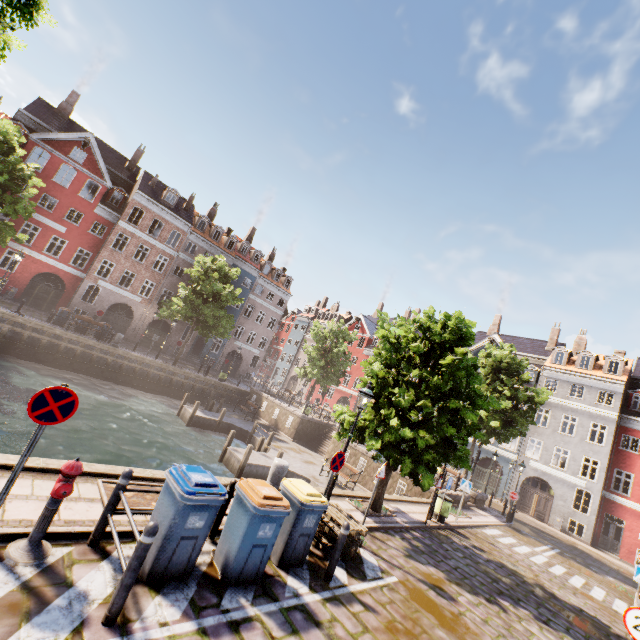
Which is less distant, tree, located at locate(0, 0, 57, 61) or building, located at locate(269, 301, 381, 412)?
tree, located at locate(0, 0, 57, 61)

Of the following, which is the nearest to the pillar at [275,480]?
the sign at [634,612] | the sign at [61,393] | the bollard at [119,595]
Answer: the bollard at [119,595]

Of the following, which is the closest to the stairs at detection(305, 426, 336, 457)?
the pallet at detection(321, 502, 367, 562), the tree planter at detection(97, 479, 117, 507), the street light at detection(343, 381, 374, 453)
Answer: the street light at detection(343, 381, 374, 453)

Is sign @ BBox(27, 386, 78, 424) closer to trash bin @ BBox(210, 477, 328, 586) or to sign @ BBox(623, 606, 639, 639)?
trash bin @ BBox(210, 477, 328, 586)

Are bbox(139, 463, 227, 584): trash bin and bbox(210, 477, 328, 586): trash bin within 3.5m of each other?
yes

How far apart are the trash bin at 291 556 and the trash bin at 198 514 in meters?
0.3 m

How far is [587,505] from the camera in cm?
3041

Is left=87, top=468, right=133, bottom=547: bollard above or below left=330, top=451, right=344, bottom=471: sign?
below
